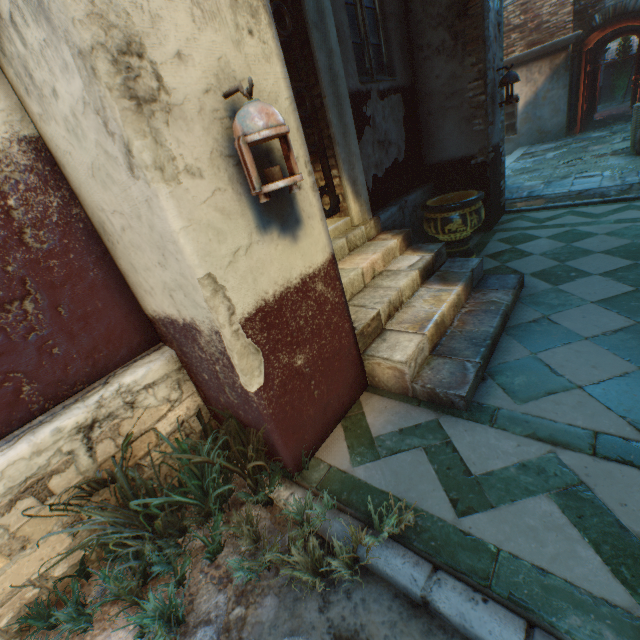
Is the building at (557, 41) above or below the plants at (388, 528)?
above

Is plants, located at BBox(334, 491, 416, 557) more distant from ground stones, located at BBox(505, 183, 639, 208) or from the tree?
the tree

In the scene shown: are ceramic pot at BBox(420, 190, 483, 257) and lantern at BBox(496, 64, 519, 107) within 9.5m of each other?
yes

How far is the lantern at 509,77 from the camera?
4.46m

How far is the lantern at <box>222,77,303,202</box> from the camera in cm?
136

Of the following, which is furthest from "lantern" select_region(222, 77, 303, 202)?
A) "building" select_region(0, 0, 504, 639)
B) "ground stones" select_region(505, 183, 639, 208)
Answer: "ground stones" select_region(505, 183, 639, 208)

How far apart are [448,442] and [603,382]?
1.15m

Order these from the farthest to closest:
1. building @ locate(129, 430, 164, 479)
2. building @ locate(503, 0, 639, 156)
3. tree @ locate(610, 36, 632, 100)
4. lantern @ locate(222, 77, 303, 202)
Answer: tree @ locate(610, 36, 632, 100), building @ locate(503, 0, 639, 156), building @ locate(129, 430, 164, 479), lantern @ locate(222, 77, 303, 202)
